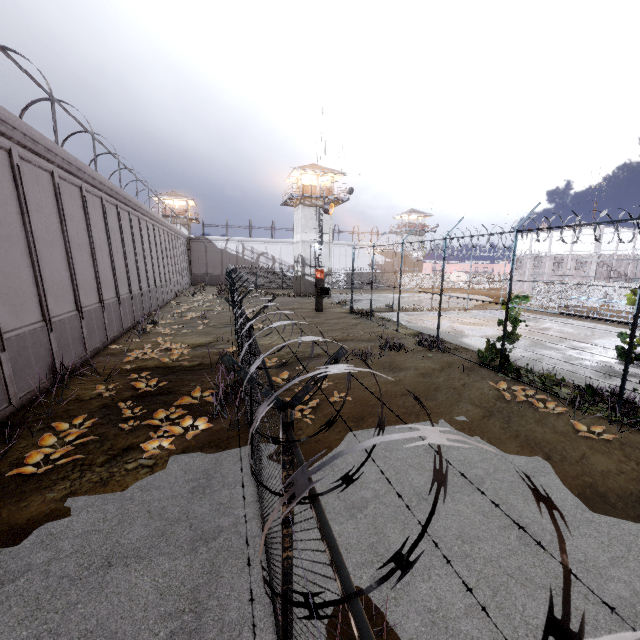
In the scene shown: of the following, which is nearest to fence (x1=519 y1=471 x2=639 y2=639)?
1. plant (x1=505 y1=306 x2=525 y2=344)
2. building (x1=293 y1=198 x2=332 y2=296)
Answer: plant (x1=505 y1=306 x2=525 y2=344)

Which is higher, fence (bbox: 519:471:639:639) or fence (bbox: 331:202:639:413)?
fence (bbox: 519:471:639:639)

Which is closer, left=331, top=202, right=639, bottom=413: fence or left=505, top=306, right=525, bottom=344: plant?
left=331, top=202, right=639, bottom=413: fence

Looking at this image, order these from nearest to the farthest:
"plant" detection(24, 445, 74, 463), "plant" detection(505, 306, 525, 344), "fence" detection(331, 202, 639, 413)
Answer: "plant" detection(24, 445, 74, 463) → "fence" detection(331, 202, 639, 413) → "plant" detection(505, 306, 525, 344)

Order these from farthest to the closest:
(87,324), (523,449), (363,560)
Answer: (87,324), (523,449), (363,560)

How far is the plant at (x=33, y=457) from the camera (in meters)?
6.39

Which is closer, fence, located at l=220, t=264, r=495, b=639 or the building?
fence, located at l=220, t=264, r=495, b=639

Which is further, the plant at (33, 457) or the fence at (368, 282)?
the fence at (368, 282)
